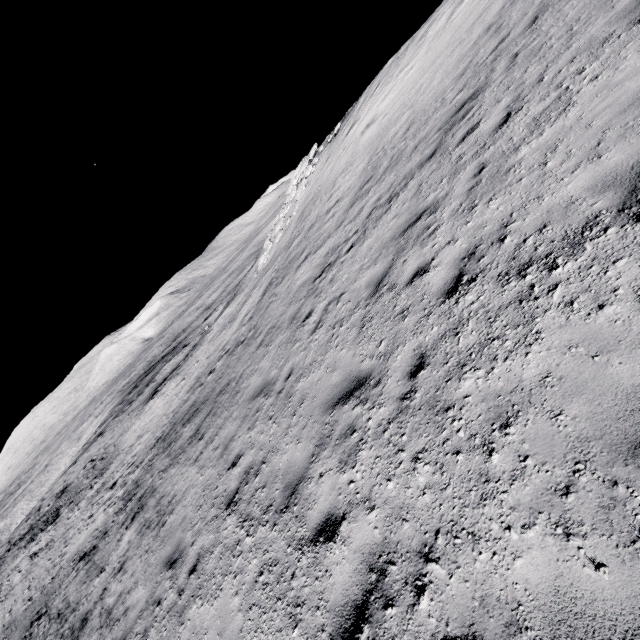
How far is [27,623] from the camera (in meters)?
14.53
